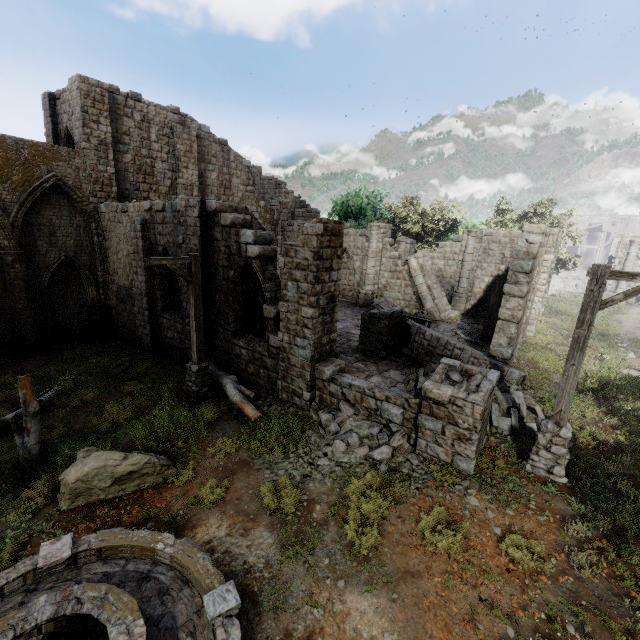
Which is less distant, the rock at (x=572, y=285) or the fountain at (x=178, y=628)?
the fountain at (x=178, y=628)

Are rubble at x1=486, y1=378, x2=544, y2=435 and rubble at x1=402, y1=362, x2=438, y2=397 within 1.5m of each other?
yes

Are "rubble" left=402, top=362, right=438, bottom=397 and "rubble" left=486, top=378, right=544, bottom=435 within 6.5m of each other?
yes

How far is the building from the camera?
8.9 meters

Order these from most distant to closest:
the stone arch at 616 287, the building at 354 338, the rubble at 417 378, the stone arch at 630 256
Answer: the stone arch at 616 287, the stone arch at 630 256, the rubble at 417 378, the building at 354 338

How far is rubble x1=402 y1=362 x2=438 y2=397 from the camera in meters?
10.7 m

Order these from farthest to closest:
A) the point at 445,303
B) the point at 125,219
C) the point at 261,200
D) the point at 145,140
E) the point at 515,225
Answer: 1. the point at 261,200
2. the point at 515,225
3. the point at 445,303
4. the point at 145,140
5. the point at 125,219

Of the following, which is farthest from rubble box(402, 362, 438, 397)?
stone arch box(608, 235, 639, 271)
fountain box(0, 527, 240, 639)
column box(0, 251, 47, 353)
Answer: stone arch box(608, 235, 639, 271)
